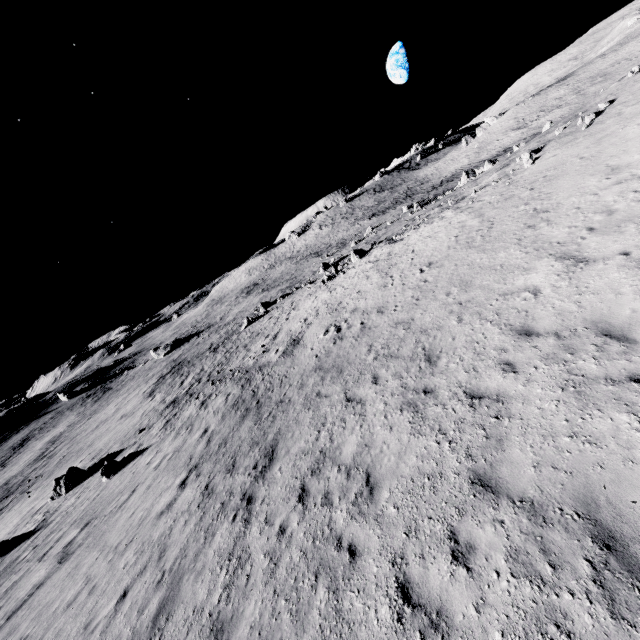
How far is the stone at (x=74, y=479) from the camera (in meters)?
21.55

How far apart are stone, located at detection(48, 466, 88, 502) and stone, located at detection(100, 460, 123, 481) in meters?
4.7 m

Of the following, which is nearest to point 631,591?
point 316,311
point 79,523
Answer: point 79,523

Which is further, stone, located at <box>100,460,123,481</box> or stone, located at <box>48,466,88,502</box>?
stone, located at <box>48,466,88,502</box>

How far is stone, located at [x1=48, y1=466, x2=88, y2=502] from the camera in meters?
21.5

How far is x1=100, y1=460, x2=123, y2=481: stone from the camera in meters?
18.6 m

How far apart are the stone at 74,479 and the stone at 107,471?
4.7 meters
